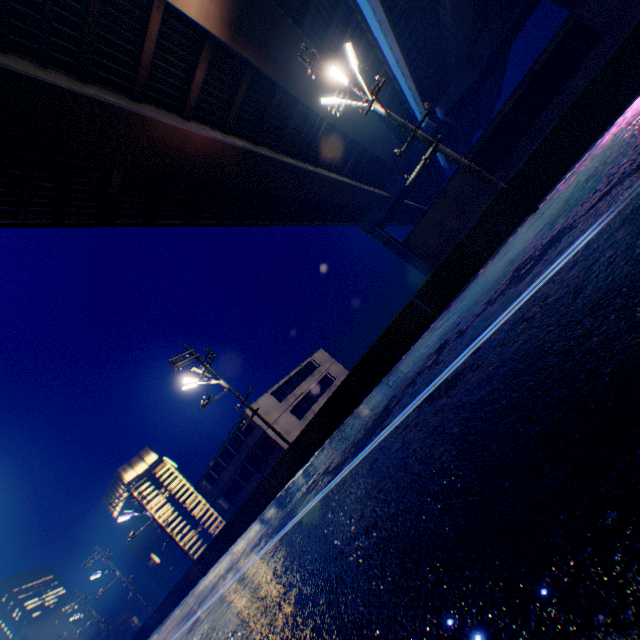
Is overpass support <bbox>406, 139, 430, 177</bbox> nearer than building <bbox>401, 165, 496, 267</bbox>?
No

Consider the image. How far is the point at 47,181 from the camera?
11.91m

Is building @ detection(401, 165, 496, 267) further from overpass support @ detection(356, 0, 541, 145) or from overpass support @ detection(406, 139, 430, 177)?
overpass support @ detection(406, 139, 430, 177)

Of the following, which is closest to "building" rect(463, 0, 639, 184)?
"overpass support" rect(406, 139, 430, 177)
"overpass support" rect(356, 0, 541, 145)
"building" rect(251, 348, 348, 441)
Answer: "building" rect(251, 348, 348, 441)

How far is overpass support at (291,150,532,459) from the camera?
11.3 meters

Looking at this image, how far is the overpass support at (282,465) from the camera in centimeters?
1841cm

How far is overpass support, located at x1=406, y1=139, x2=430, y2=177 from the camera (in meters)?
42.09

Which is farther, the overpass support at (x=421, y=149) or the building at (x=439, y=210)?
the overpass support at (x=421, y=149)
